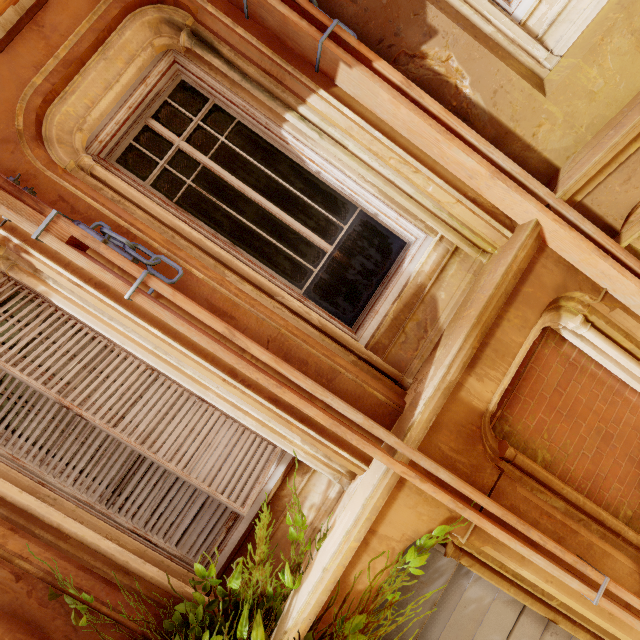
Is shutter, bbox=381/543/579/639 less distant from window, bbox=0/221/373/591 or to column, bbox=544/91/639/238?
column, bbox=544/91/639/238

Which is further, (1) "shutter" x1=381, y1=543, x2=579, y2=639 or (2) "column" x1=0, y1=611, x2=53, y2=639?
(1) "shutter" x1=381, y1=543, x2=579, y2=639

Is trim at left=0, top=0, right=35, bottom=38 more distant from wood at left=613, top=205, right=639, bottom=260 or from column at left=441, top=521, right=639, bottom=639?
wood at left=613, top=205, right=639, bottom=260

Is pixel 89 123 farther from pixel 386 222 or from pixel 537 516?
pixel 537 516

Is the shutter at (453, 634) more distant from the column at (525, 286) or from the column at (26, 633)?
the column at (26, 633)

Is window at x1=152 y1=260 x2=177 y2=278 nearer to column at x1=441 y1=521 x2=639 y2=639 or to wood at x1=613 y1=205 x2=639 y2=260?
column at x1=441 y1=521 x2=639 y2=639

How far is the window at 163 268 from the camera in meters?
2.3

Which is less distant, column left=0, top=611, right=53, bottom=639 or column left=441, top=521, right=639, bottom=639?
column left=0, top=611, right=53, bottom=639
